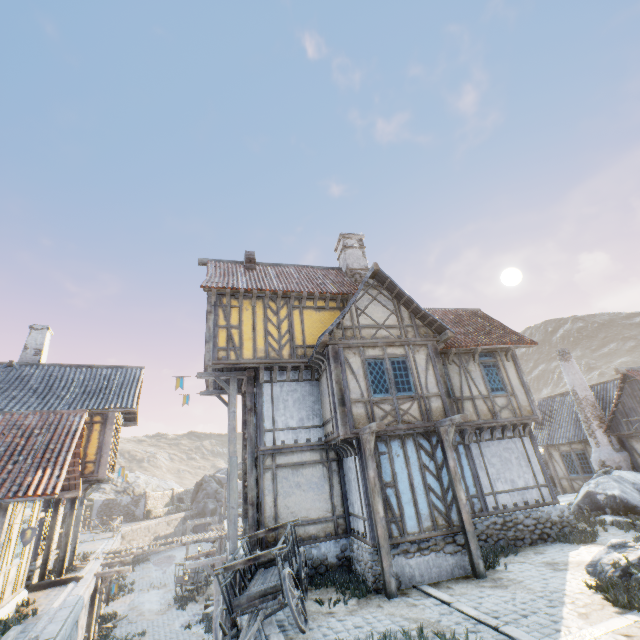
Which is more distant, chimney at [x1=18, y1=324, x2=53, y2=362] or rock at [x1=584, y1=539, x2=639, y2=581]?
chimney at [x1=18, y1=324, x2=53, y2=362]

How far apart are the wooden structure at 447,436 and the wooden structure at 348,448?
2.8 meters

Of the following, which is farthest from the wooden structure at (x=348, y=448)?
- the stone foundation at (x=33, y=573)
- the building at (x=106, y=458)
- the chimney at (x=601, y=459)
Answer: the chimney at (x=601, y=459)

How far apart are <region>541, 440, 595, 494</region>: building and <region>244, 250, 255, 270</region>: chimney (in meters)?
21.03

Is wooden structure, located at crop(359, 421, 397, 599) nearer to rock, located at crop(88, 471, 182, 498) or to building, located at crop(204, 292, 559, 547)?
building, located at crop(204, 292, 559, 547)

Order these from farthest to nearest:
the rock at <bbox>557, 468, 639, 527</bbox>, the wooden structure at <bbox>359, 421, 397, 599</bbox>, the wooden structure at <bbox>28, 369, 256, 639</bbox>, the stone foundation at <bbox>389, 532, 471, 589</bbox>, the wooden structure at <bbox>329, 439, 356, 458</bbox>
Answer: the rock at <bbox>557, 468, 639, 527</bbox> → the wooden structure at <bbox>28, 369, 256, 639</bbox> → the wooden structure at <bbox>329, 439, 356, 458</bbox> → the stone foundation at <bbox>389, 532, 471, 589</bbox> → the wooden structure at <bbox>359, 421, 397, 599</bbox>

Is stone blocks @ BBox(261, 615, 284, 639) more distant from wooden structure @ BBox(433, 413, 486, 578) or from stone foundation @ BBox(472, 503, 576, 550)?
wooden structure @ BBox(433, 413, 486, 578)

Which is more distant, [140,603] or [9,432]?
[140,603]
